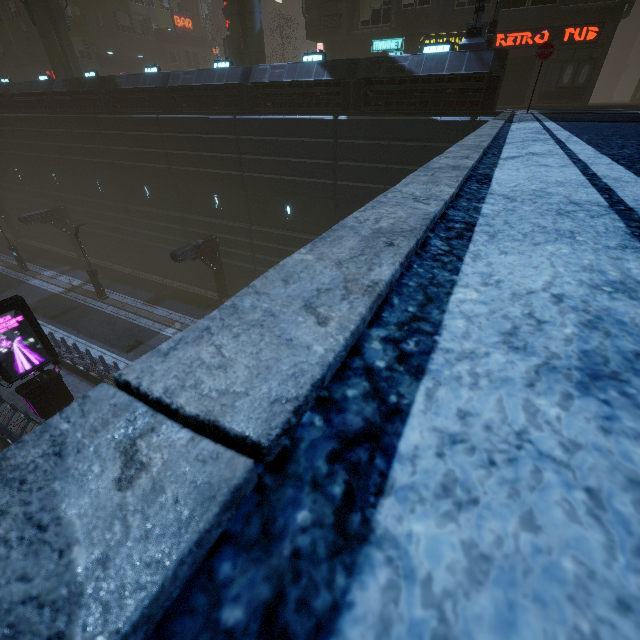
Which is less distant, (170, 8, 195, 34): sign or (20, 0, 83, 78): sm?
(20, 0, 83, 78): sm

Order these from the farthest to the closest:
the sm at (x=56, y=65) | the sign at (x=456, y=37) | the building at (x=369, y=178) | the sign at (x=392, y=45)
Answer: the sm at (x=56, y=65), the sign at (x=392, y=45), the sign at (x=456, y=37), the building at (x=369, y=178)

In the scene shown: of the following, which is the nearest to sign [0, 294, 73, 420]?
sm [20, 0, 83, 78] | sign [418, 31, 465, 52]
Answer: sm [20, 0, 83, 78]

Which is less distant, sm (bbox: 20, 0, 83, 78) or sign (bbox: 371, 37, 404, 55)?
sign (bbox: 371, 37, 404, 55)

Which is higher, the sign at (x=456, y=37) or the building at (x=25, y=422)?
the sign at (x=456, y=37)

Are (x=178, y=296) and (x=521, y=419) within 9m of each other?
no

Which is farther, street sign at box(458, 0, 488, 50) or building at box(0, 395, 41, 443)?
building at box(0, 395, 41, 443)

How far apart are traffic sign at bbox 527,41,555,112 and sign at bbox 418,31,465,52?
12.9m
